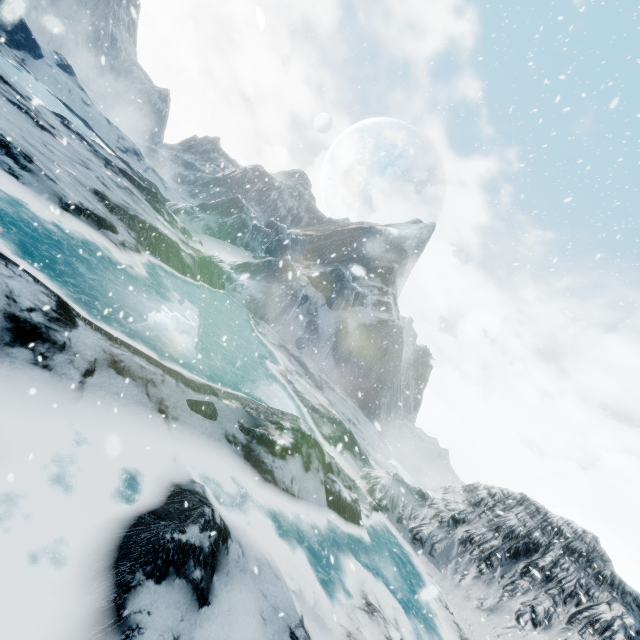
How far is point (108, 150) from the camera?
42.1 meters
